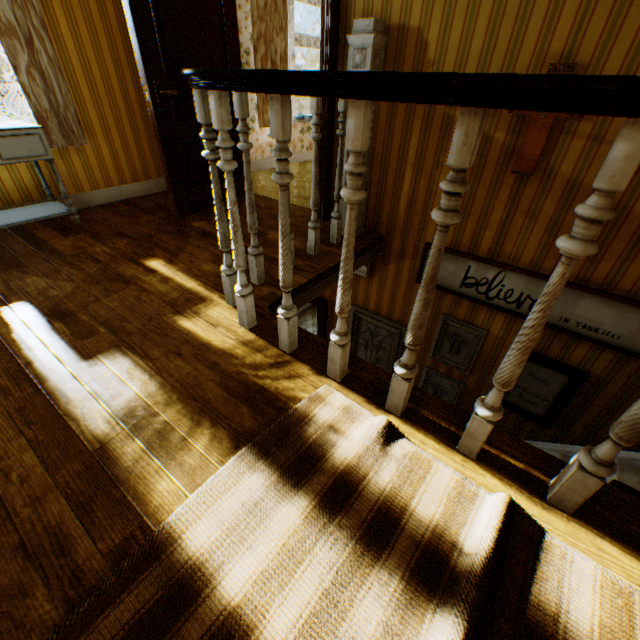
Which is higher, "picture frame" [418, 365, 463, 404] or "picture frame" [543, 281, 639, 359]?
"picture frame" [543, 281, 639, 359]

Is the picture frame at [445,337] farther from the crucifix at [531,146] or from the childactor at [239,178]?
the childactor at [239,178]

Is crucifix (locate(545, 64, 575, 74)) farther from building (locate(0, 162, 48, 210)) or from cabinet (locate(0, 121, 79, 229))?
cabinet (locate(0, 121, 79, 229))

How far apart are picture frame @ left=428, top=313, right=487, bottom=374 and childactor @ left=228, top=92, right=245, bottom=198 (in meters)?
2.90

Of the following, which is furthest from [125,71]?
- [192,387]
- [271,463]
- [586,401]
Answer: [586,401]

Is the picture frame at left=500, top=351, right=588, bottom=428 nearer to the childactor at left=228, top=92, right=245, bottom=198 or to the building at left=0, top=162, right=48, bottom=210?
the building at left=0, top=162, right=48, bottom=210

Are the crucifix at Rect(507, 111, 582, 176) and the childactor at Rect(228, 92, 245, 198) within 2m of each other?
no

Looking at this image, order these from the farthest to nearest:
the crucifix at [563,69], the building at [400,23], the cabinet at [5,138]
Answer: the cabinet at [5,138], the crucifix at [563,69], the building at [400,23]
